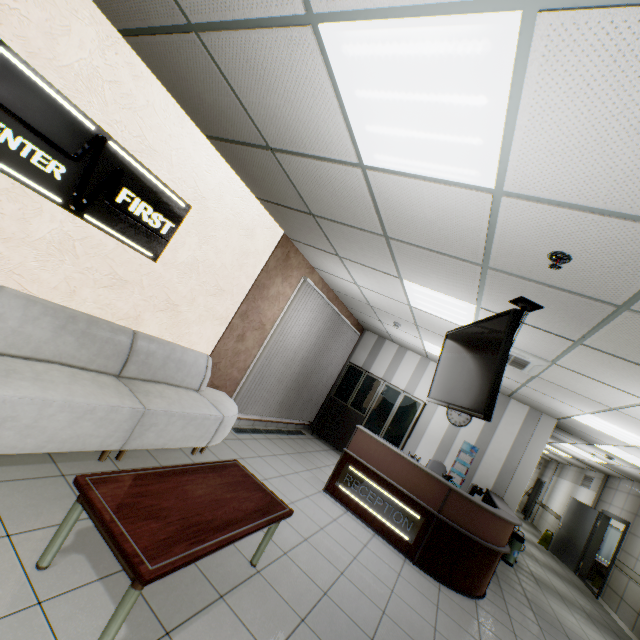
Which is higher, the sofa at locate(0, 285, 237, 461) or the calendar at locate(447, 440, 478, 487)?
the calendar at locate(447, 440, 478, 487)

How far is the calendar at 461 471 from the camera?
7.5 meters

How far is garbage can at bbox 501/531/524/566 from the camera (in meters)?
7.02

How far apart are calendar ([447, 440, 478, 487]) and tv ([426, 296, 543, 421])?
4.91m

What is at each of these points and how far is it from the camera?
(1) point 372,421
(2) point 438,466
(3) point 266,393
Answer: (1) cabinet, 8.1 meters
(2) chair, 7.1 meters
(3) blinds, 6.3 meters

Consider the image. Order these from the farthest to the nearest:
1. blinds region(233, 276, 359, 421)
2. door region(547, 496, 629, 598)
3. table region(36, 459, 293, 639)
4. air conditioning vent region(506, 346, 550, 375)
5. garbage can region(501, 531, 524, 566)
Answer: door region(547, 496, 629, 598)
garbage can region(501, 531, 524, 566)
blinds region(233, 276, 359, 421)
air conditioning vent region(506, 346, 550, 375)
table region(36, 459, 293, 639)

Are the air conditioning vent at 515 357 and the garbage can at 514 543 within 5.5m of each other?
yes

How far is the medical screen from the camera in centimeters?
1150cm
